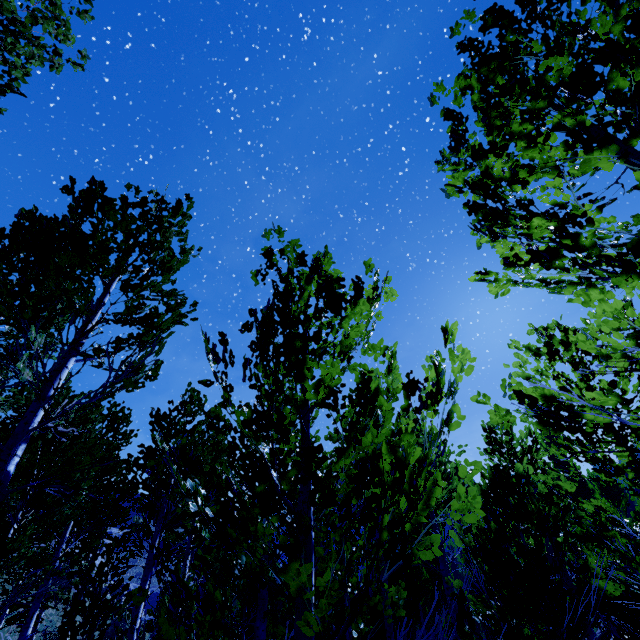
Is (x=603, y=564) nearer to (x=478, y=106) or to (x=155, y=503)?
(x=478, y=106)

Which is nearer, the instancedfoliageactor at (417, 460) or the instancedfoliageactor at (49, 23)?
the instancedfoliageactor at (417, 460)

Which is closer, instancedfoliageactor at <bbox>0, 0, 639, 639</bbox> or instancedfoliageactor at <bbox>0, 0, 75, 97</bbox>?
instancedfoliageactor at <bbox>0, 0, 639, 639</bbox>
